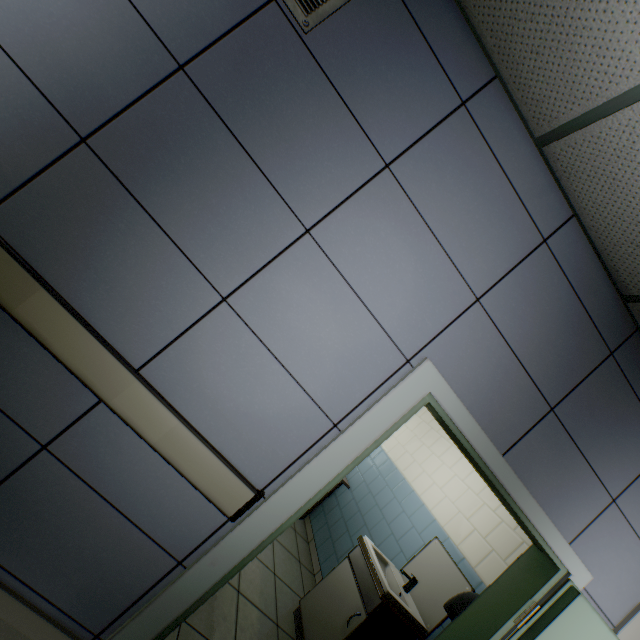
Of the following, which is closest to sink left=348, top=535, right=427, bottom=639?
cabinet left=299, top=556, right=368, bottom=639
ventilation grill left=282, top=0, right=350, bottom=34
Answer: cabinet left=299, top=556, right=368, bottom=639

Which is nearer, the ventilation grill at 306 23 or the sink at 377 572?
the ventilation grill at 306 23

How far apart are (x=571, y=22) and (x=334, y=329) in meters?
1.5

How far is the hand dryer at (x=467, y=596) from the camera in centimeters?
224cm

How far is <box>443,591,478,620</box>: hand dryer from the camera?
2.24m

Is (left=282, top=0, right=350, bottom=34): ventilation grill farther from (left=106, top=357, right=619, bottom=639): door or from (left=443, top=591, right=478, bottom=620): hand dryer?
(left=443, top=591, right=478, bottom=620): hand dryer

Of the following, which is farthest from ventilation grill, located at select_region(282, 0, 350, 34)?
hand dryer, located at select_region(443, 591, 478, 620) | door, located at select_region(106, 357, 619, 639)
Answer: hand dryer, located at select_region(443, 591, 478, 620)
